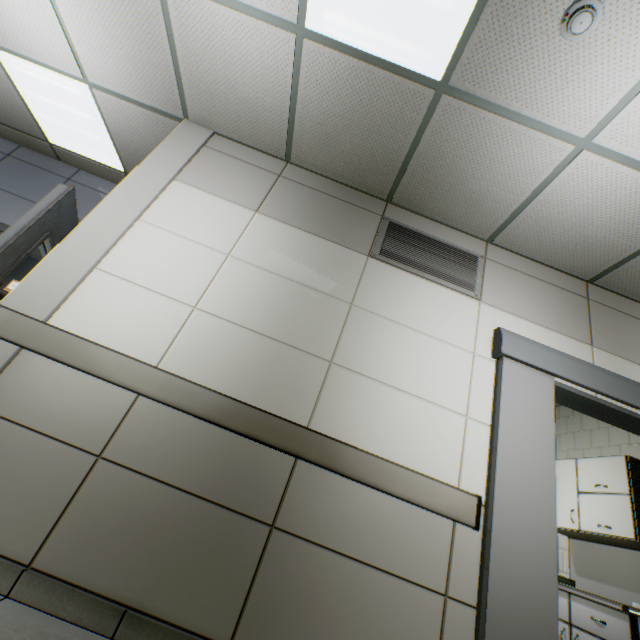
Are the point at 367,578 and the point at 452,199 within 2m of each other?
no

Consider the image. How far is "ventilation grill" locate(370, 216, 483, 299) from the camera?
2.67m

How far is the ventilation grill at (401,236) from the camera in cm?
267

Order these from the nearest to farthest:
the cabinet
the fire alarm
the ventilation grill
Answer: the fire alarm < the ventilation grill < the cabinet

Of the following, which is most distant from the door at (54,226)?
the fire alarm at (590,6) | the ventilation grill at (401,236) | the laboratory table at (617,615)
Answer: the laboratory table at (617,615)

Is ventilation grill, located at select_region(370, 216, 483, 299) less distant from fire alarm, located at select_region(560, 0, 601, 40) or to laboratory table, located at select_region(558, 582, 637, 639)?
fire alarm, located at select_region(560, 0, 601, 40)

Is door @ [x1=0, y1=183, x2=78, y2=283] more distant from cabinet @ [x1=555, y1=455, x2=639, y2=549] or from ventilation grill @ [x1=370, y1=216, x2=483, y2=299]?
cabinet @ [x1=555, y1=455, x2=639, y2=549]

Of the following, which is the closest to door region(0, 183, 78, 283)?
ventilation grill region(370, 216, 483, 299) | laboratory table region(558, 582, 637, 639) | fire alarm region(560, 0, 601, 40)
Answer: ventilation grill region(370, 216, 483, 299)
